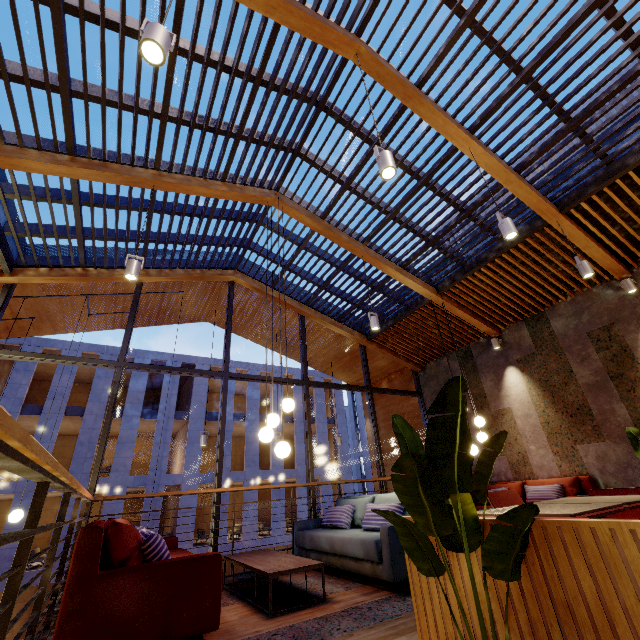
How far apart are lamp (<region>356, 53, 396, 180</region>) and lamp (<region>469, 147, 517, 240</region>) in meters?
1.8

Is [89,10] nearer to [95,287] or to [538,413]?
[95,287]

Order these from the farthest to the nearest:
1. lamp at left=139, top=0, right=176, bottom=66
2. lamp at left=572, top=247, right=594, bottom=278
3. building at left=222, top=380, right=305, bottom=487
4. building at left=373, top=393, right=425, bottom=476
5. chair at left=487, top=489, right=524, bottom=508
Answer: building at left=222, top=380, right=305, bottom=487 < building at left=373, top=393, right=425, bottom=476 < lamp at left=572, top=247, right=594, bottom=278 < chair at left=487, top=489, right=524, bottom=508 < lamp at left=139, top=0, right=176, bottom=66

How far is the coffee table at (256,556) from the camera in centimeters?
308cm

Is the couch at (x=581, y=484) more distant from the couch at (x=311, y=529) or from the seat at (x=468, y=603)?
the seat at (x=468, y=603)

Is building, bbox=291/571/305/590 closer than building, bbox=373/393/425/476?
Yes

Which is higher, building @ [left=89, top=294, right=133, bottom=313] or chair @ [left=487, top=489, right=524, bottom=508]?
building @ [left=89, top=294, right=133, bottom=313]

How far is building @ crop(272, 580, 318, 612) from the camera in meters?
3.2
